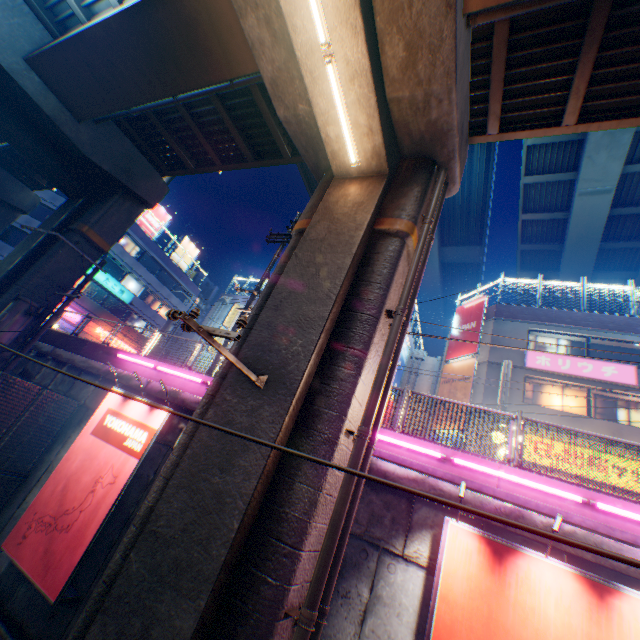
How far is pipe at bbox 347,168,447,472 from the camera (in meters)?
5.45

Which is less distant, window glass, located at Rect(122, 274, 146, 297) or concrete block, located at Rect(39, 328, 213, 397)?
concrete block, located at Rect(39, 328, 213, 397)

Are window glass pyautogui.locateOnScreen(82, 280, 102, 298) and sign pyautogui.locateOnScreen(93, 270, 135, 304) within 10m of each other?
yes

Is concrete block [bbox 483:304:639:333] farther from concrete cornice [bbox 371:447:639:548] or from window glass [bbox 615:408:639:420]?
concrete cornice [bbox 371:447:639:548]

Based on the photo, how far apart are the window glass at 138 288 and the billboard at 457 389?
32.35m

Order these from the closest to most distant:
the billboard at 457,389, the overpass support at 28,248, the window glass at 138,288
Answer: the overpass support at 28,248 < the billboard at 457,389 < the window glass at 138,288

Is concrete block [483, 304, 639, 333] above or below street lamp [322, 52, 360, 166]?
above

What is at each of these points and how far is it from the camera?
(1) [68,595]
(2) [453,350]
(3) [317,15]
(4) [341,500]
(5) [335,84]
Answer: (1) sign frame, 7.1 meters
(2) billboard, 20.9 meters
(3) street lamp, 5.8 meters
(4) pipe, 4.9 meters
(5) street lamp, 6.6 meters
